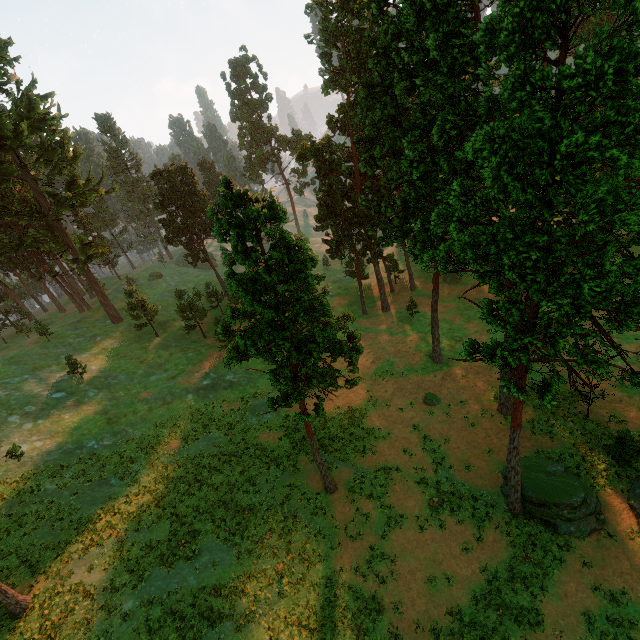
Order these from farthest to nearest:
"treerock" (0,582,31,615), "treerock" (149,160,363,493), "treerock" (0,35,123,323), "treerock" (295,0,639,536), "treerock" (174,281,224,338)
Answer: "treerock" (174,281,224,338) < "treerock" (0,35,123,323) < "treerock" (0,582,31,615) < "treerock" (149,160,363,493) < "treerock" (295,0,639,536)

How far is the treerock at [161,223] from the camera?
15.4 meters

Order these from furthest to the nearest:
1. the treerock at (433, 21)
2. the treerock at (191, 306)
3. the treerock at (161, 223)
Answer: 1. the treerock at (191, 306)
2. the treerock at (161, 223)
3. the treerock at (433, 21)

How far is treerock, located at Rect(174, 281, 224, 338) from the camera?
47.4 meters

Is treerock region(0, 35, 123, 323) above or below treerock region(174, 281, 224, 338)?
above

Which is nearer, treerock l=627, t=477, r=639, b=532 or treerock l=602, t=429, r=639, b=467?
treerock l=627, t=477, r=639, b=532

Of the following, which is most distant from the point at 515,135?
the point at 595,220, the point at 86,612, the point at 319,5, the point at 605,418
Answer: the point at 319,5
